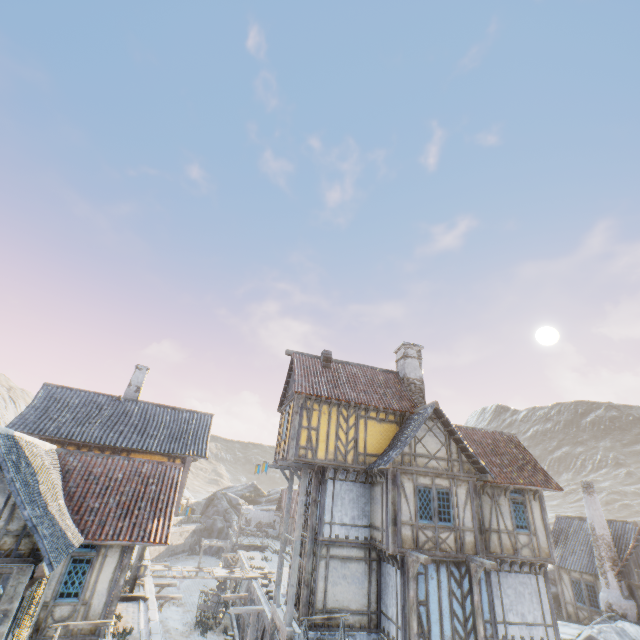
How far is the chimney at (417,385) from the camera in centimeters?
1927cm

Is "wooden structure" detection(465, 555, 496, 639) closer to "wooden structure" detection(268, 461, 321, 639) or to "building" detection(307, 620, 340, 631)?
"building" detection(307, 620, 340, 631)

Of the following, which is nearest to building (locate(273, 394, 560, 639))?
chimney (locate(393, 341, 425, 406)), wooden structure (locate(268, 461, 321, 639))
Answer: wooden structure (locate(268, 461, 321, 639))

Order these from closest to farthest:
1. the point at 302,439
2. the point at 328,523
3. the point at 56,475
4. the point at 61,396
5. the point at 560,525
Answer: the point at 56,475
the point at 328,523
the point at 302,439
the point at 61,396
the point at 560,525

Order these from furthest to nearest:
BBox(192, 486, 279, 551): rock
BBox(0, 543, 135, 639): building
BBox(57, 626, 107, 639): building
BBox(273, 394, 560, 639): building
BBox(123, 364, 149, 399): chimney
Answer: BBox(192, 486, 279, 551): rock < BBox(123, 364, 149, 399): chimney < BBox(273, 394, 560, 639): building < BBox(57, 626, 107, 639): building < BBox(0, 543, 135, 639): building

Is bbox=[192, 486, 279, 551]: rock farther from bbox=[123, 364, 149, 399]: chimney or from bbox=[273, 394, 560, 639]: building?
bbox=[123, 364, 149, 399]: chimney

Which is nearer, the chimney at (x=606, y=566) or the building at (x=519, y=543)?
the building at (x=519, y=543)

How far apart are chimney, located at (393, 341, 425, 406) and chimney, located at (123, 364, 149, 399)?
16.9 meters
